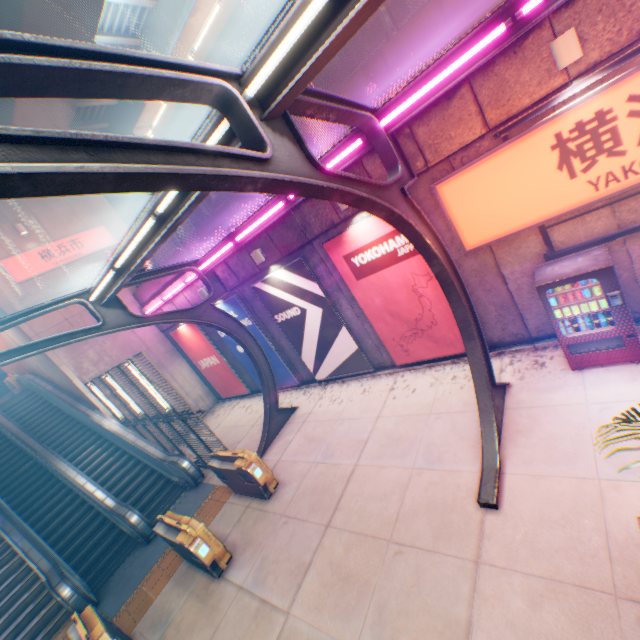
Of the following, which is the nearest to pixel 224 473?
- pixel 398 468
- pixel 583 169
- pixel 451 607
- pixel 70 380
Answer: pixel 398 468

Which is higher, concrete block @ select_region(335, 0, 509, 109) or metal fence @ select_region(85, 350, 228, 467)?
concrete block @ select_region(335, 0, 509, 109)

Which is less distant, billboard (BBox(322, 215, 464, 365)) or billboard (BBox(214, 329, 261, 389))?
billboard (BBox(322, 215, 464, 365))

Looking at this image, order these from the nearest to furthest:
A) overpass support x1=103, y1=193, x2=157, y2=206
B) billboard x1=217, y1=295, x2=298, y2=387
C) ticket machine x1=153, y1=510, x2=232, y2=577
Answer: ticket machine x1=153, y1=510, x2=232, y2=577
billboard x1=217, y1=295, x2=298, y2=387
overpass support x1=103, y1=193, x2=157, y2=206

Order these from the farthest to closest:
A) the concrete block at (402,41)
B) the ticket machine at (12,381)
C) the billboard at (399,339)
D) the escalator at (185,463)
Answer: the ticket machine at (12,381) → the escalator at (185,463) → the billboard at (399,339) → the concrete block at (402,41)

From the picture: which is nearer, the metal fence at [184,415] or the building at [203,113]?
the metal fence at [184,415]

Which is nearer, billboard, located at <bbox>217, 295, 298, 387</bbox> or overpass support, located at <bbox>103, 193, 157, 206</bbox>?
billboard, located at <bbox>217, 295, 298, 387</bbox>

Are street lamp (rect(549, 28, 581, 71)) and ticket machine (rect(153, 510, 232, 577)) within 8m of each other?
no
